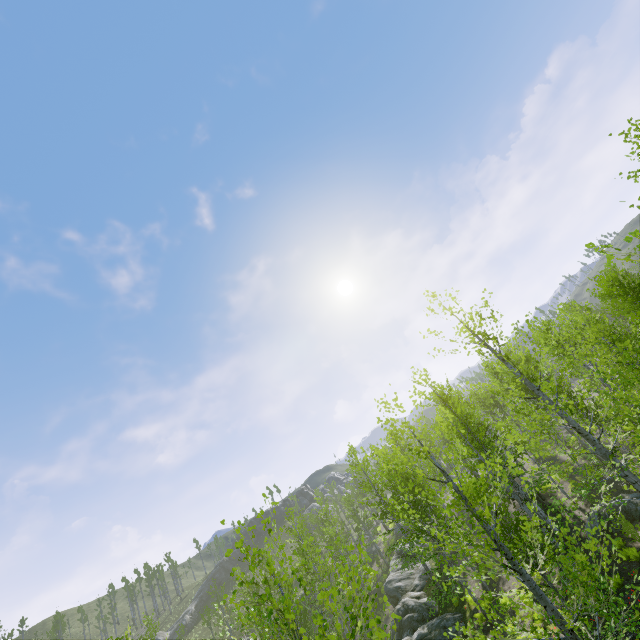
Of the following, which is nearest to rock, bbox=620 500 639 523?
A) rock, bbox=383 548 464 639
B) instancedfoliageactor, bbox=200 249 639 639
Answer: rock, bbox=383 548 464 639

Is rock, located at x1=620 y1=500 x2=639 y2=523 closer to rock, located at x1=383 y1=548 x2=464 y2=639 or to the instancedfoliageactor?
rock, located at x1=383 y1=548 x2=464 y2=639

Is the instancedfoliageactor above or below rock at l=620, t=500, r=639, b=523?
above

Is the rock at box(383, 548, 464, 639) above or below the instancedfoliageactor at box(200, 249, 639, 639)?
below

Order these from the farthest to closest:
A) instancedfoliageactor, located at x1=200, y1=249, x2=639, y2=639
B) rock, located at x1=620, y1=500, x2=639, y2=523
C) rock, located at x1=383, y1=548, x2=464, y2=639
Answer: rock, located at x1=383, y1=548, x2=464, y2=639
rock, located at x1=620, y1=500, x2=639, y2=523
instancedfoliageactor, located at x1=200, y1=249, x2=639, y2=639

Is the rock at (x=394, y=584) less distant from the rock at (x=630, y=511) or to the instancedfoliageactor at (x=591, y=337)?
the instancedfoliageactor at (x=591, y=337)

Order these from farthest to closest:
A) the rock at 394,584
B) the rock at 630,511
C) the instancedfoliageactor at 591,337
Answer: the rock at 394,584
the rock at 630,511
the instancedfoliageactor at 591,337

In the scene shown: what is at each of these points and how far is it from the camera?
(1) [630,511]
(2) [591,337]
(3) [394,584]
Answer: (1) rock, 15.73m
(2) instancedfoliageactor, 15.51m
(3) rock, 26.97m
